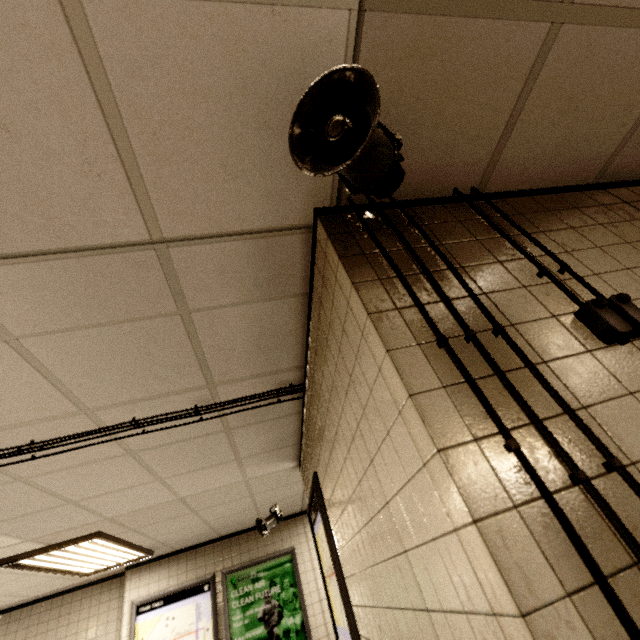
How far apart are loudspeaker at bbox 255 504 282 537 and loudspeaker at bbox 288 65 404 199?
5.2m

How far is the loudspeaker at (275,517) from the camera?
4.9m

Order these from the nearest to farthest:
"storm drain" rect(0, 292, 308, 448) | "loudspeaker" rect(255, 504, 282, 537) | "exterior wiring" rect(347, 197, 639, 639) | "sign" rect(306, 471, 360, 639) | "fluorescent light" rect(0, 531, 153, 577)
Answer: "exterior wiring" rect(347, 197, 639, 639) < "storm drain" rect(0, 292, 308, 448) < "sign" rect(306, 471, 360, 639) < "fluorescent light" rect(0, 531, 153, 577) < "loudspeaker" rect(255, 504, 282, 537)

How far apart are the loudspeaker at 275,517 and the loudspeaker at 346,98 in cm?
518

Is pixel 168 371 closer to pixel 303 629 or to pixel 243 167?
pixel 243 167

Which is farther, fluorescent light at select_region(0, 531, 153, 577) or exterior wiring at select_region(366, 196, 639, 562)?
fluorescent light at select_region(0, 531, 153, 577)

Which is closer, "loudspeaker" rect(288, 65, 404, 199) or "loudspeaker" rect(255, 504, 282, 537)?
"loudspeaker" rect(288, 65, 404, 199)

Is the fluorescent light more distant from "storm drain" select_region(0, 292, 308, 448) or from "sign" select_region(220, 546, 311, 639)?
"sign" select_region(220, 546, 311, 639)
